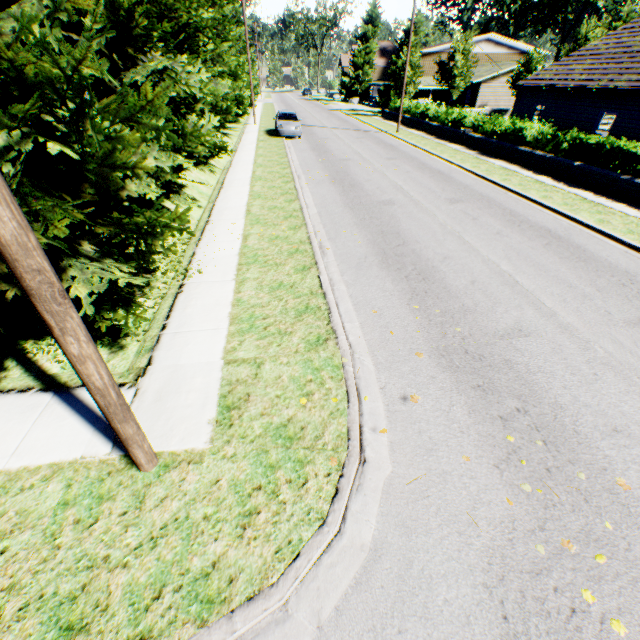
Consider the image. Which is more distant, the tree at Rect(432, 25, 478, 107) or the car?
the tree at Rect(432, 25, 478, 107)

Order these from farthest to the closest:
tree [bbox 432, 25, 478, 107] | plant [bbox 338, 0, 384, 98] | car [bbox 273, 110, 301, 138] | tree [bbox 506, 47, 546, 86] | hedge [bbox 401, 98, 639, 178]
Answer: plant [bbox 338, 0, 384, 98], tree [bbox 506, 47, 546, 86], tree [bbox 432, 25, 478, 107], car [bbox 273, 110, 301, 138], hedge [bbox 401, 98, 639, 178]

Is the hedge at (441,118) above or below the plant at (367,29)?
below

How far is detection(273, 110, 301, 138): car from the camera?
23.70m

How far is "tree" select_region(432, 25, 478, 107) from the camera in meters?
33.7 m

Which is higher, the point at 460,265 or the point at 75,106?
the point at 75,106

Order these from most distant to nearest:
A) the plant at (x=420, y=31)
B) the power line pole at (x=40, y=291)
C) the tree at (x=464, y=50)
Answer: the plant at (x=420, y=31)
the tree at (x=464, y=50)
the power line pole at (x=40, y=291)
